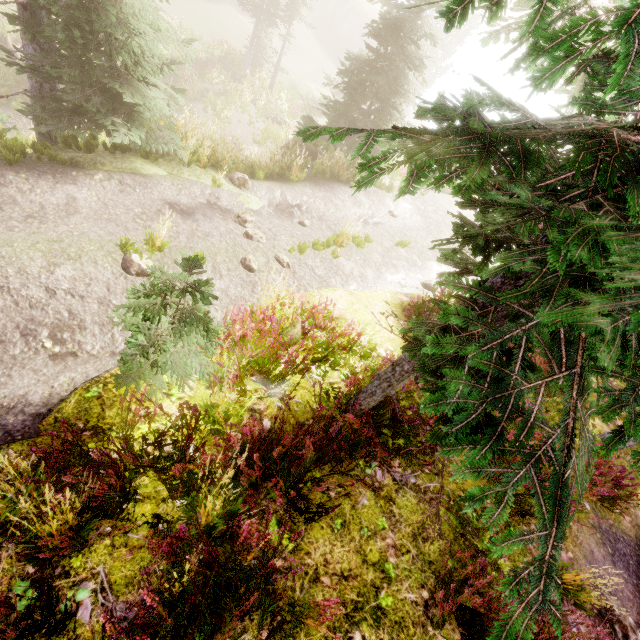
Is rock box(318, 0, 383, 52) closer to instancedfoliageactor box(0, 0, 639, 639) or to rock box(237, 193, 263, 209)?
instancedfoliageactor box(0, 0, 639, 639)

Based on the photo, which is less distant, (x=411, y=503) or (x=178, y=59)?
(x=411, y=503)

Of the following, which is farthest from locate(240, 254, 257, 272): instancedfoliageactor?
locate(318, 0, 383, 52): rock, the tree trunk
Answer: the tree trunk

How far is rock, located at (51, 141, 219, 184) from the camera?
7.4m

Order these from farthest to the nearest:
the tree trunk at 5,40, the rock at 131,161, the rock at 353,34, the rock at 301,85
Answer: the rock at 353,34
the rock at 301,85
the tree trunk at 5,40
the rock at 131,161

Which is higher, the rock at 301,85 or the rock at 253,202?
the rock at 253,202

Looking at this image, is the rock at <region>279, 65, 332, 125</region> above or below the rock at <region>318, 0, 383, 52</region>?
below
